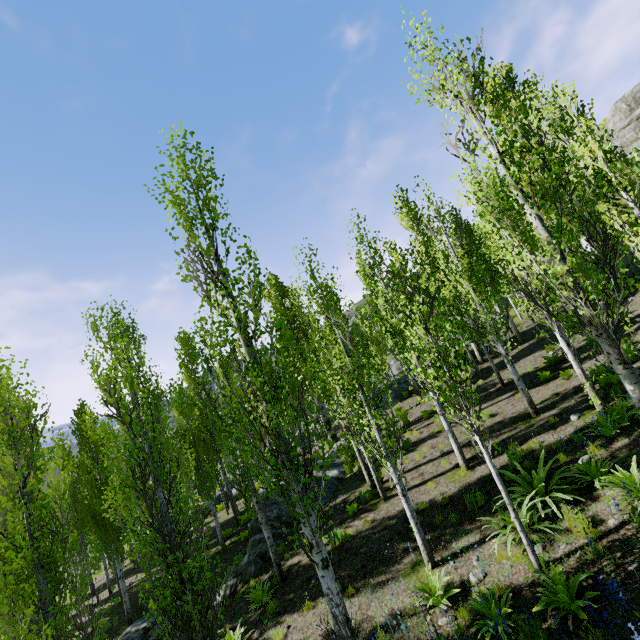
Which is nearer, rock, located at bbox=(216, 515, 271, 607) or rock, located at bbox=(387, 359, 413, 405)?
rock, located at bbox=(216, 515, 271, 607)

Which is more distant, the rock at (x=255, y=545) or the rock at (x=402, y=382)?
the rock at (x=402, y=382)

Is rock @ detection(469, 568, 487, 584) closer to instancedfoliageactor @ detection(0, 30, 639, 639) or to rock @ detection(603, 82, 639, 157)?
instancedfoliageactor @ detection(0, 30, 639, 639)

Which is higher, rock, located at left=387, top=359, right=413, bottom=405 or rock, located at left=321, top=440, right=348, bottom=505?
rock, located at left=387, top=359, right=413, bottom=405

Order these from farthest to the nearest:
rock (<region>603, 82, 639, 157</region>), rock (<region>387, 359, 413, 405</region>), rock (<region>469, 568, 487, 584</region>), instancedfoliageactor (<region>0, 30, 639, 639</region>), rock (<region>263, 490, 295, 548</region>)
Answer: rock (<region>603, 82, 639, 157</region>) → rock (<region>387, 359, 413, 405</region>) → rock (<region>263, 490, 295, 548</region>) → rock (<region>469, 568, 487, 584</region>) → instancedfoliageactor (<region>0, 30, 639, 639</region>)

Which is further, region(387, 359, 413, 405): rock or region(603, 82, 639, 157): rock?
region(603, 82, 639, 157): rock

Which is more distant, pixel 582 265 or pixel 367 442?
pixel 582 265

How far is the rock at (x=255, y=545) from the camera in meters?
11.9 m
